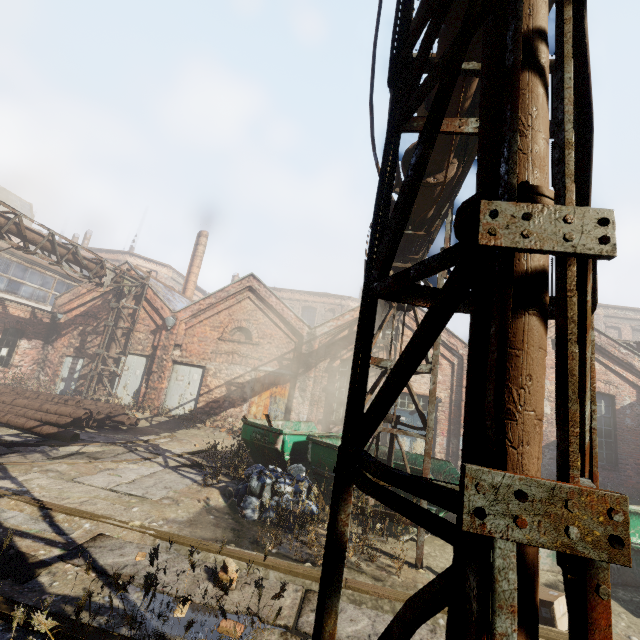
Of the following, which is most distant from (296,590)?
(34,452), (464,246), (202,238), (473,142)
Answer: (202,238)

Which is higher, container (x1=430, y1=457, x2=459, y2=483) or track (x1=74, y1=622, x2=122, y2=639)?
container (x1=430, y1=457, x2=459, y2=483)

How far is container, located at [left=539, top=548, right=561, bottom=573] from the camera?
5.9 meters

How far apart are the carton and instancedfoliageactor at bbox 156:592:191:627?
3.3 meters

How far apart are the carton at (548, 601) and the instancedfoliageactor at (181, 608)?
3.3 meters

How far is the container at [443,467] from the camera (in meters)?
7.35

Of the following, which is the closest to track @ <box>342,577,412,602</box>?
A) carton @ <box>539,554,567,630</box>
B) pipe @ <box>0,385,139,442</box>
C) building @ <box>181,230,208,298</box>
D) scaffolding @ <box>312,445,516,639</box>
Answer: carton @ <box>539,554,567,630</box>

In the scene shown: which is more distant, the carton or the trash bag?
the trash bag
